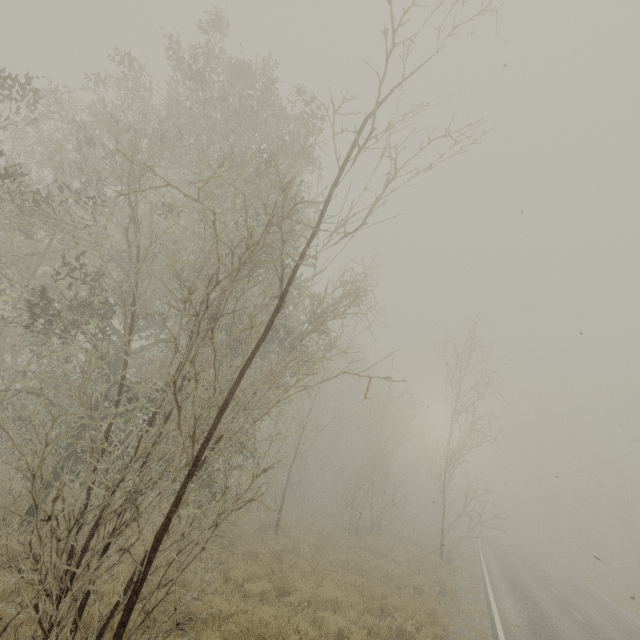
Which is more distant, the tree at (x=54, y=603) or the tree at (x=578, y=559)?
the tree at (x=578, y=559)

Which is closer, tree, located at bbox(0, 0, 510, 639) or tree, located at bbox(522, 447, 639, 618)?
tree, located at bbox(0, 0, 510, 639)

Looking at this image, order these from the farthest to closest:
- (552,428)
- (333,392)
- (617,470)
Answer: (617,470) → (333,392) → (552,428)
